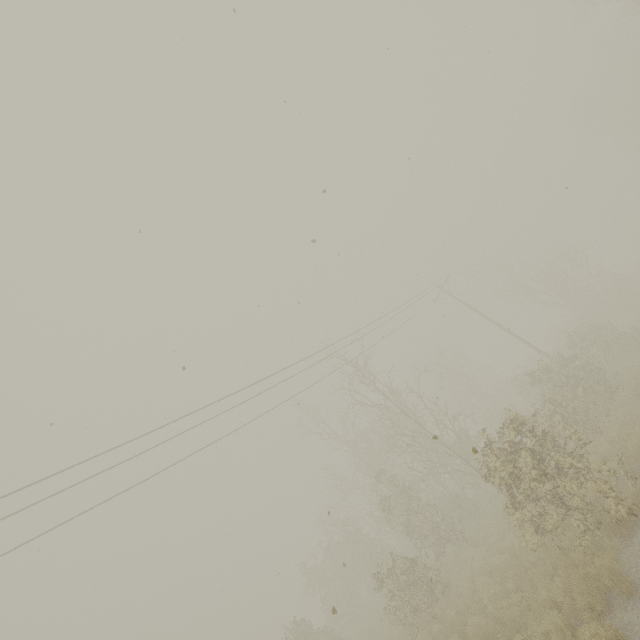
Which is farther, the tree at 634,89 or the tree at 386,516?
the tree at 634,89

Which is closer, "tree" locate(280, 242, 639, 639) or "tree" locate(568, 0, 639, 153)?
"tree" locate(280, 242, 639, 639)

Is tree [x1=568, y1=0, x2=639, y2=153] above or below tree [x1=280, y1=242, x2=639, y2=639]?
above

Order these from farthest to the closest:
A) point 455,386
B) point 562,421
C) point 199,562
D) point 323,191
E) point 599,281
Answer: point 455,386
point 599,281
point 199,562
point 562,421
point 323,191

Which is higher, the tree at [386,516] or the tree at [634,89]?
the tree at [634,89]
